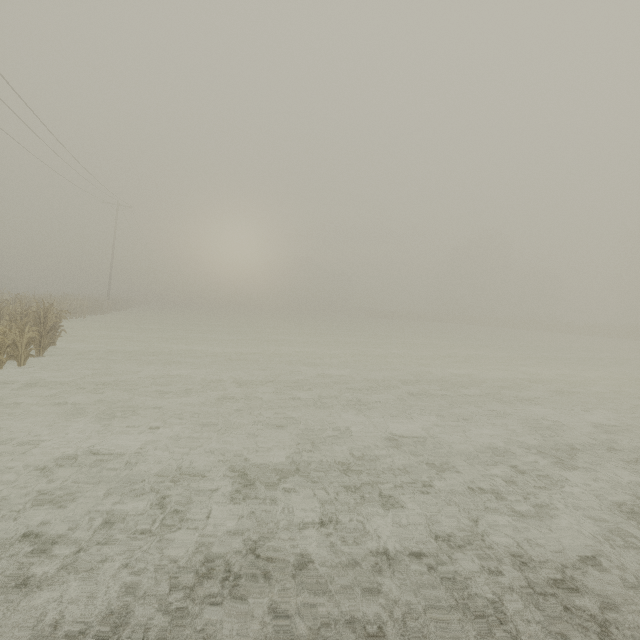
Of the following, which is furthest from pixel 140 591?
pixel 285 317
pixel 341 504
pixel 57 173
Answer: pixel 285 317
